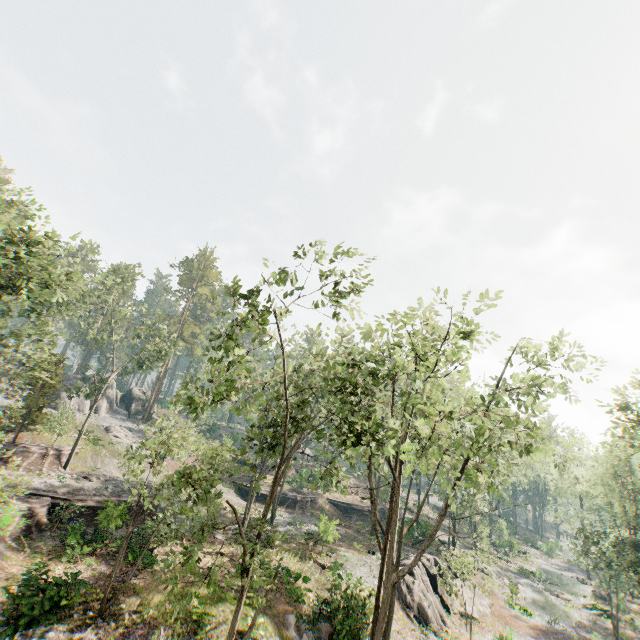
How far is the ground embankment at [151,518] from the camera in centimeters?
2092cm

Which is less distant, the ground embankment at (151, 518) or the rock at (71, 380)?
the ground embankment at (151, 518)

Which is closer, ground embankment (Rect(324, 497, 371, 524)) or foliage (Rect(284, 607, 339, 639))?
foliage (Rect(284, 607, 339, 639))

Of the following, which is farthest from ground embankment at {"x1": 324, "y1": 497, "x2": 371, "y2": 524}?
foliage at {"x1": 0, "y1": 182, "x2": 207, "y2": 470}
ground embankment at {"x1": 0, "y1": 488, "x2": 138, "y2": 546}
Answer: ground embankment at {"x1": 0, "y1": 488, "x2": 138, "y2": 546}

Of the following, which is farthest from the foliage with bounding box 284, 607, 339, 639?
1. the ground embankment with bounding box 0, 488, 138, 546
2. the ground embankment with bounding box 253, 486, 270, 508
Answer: the ground embankment with bounding box 253, 486, 270, 508

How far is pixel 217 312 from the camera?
10.25m

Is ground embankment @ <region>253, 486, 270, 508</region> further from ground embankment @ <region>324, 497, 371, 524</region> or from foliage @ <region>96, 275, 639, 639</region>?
foliage @ <region>96, 275, 639, 639</region>

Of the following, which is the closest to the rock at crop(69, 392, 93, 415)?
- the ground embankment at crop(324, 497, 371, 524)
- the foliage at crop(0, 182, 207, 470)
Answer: the foliage at crop(0, 182, 207, 470)
